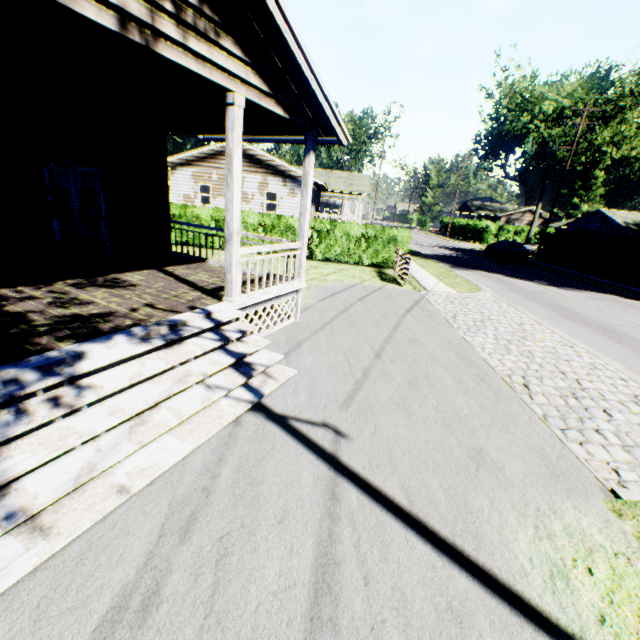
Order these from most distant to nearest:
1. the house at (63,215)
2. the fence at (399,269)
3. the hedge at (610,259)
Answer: the hedge at (610,259)
the fence at (399,269)
the house at (63,215)

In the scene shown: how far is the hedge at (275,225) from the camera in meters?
16.9

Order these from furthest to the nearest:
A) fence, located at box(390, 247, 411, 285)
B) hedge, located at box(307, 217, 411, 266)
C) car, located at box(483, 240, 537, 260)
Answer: car, located at box(483, 240, 537, 260), hedge, located at box(307, 217, 411, 266), fence, located at box(390, 247, 411, 285)

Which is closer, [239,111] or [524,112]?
[239,111]

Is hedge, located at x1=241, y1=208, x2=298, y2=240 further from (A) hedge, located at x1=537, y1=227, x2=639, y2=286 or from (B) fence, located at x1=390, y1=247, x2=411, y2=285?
(A) hedge, located at x1=537, y1=227, x2=639, y2=286

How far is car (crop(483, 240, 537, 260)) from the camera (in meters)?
27.67

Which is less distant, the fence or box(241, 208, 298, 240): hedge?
the fence

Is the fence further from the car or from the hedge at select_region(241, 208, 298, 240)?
the car
